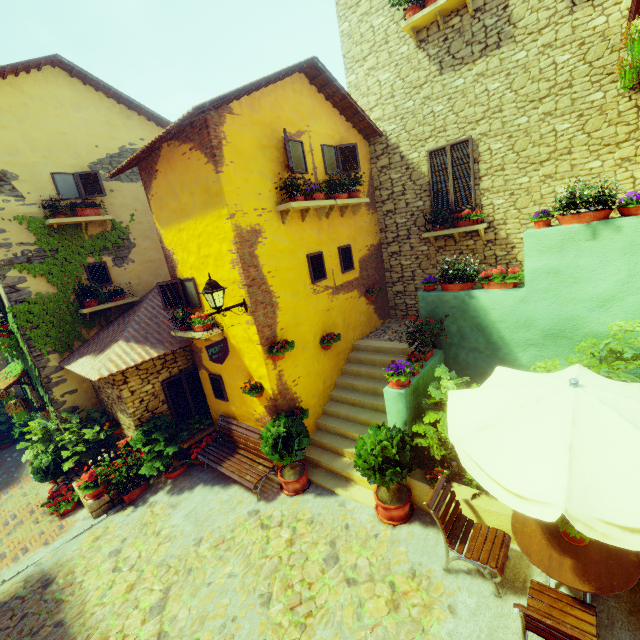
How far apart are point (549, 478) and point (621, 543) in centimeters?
54cm

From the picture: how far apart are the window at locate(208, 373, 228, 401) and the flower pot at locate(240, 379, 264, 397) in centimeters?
105cm

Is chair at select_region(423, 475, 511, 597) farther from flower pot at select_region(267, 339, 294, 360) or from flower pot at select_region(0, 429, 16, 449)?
flower pot at select_region(0, 429, 16, 449)

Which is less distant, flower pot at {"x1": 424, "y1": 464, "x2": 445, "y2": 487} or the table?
the table

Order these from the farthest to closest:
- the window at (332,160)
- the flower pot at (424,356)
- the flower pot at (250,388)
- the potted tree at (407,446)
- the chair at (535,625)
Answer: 1. the window at (332,160)
2. the flower pot at (250,388)
3. the flower pot at (424,356)
4. the potted tree at (407,446)
5. the chair at (535,625)

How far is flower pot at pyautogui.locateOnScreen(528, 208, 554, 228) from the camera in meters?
5.2 m

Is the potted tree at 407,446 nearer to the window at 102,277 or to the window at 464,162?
the window at 102,277

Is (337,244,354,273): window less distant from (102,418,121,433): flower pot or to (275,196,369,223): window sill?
(275,196,369,223): window sill
